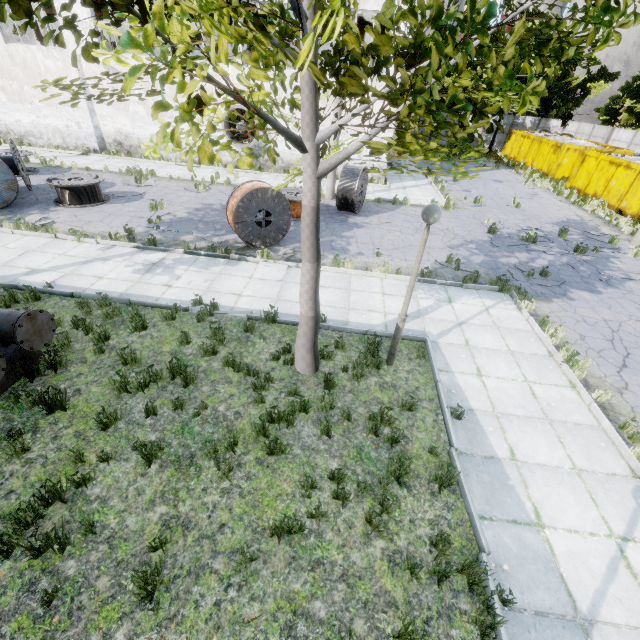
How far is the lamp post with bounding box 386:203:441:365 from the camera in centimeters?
502cm

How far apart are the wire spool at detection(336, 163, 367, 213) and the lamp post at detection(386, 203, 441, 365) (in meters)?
9.27

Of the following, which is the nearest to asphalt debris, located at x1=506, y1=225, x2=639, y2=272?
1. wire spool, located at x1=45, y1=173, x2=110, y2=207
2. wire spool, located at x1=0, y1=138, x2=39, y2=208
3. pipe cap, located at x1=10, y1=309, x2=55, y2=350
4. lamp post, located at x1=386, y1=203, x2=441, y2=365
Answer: lamp post, located at x1=386, y1=203, x2=441, y2=365

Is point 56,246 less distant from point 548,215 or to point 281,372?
point 281,372

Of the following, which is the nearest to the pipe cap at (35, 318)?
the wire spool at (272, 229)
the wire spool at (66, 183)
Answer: the wire spool at (272, 229)

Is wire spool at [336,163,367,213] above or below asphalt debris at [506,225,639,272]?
above

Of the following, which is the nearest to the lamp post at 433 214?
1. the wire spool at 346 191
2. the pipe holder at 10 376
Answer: the pipe holder at 10 376

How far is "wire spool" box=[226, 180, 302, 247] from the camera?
10.3 meters
